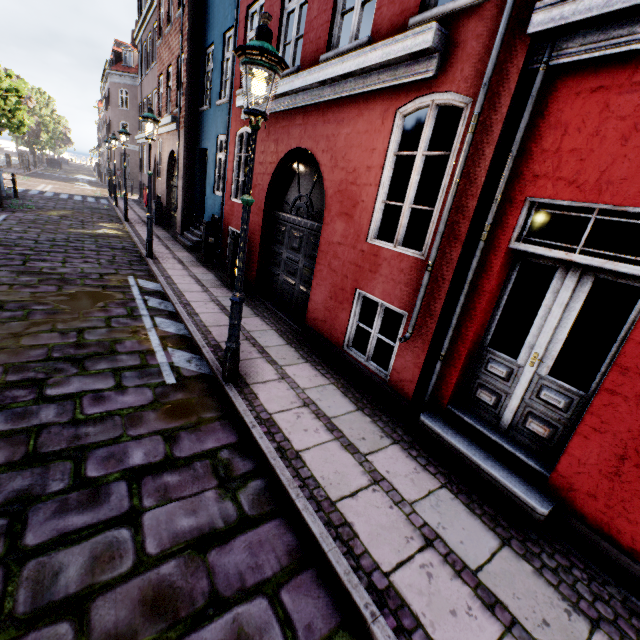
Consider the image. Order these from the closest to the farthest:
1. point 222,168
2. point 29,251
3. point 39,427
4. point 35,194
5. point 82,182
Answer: point 39,427 → point 29,251 → point 222,168 → point 35,194 → point 82,182

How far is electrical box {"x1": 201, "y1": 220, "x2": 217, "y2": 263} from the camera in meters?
9.8 m

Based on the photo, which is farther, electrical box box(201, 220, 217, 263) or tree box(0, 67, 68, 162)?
tree box(0, 67, 68, 162)

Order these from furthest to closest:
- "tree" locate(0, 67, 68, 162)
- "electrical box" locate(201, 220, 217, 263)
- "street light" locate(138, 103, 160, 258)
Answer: "tree" locate(0, 67, 68, 162), "electrical box" locate(201, 220, 217, 263), "street light" locate(138, 103, 160, 258)

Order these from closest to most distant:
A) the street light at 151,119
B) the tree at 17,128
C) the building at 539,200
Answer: the building at 539,200 < the street light at 151,119 < the tree at 17,128

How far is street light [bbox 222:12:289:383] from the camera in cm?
298

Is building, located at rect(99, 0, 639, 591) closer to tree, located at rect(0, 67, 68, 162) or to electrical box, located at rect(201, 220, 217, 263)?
electrical box, located at rect(201, 220, 217, 263)

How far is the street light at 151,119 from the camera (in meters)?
8.19
